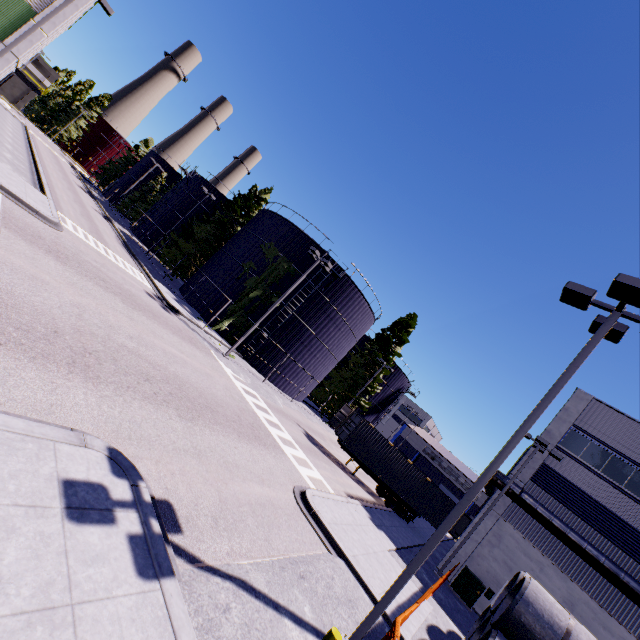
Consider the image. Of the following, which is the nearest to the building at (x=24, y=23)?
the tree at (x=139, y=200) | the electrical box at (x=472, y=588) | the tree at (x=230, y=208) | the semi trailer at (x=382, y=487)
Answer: the tree at (x=230, y=208)

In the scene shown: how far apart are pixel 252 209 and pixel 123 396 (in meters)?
34.26

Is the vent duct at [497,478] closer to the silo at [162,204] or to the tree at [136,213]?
the silo at [162,204]

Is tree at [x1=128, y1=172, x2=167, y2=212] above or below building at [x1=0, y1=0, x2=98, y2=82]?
below

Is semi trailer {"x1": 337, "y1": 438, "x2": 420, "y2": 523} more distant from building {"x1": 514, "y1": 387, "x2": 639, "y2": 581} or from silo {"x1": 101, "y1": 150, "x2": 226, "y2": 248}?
building {"x1": 514, "y1": 387, "x2": 639, "y2": 581}

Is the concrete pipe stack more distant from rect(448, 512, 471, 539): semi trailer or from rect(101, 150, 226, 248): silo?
rect(448, 512, 471, 539): semi trailer

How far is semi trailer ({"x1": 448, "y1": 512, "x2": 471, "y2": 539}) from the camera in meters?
31.1 m

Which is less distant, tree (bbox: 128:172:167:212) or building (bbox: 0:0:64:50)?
building (bbox: 0:0:64:50)
